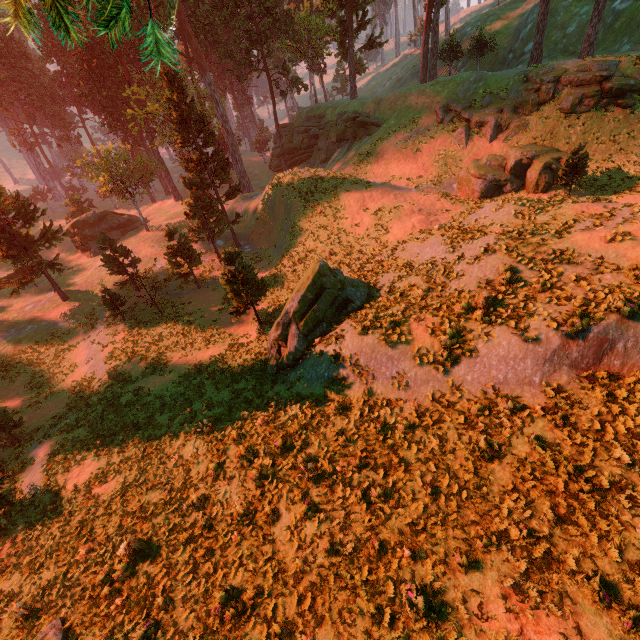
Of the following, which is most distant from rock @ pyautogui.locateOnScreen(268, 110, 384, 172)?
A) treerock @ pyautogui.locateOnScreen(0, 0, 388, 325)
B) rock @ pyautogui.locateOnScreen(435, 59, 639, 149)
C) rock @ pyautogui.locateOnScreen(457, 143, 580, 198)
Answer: rock @ pyautogui.locateOnScreen(457, 143, 580, 198)

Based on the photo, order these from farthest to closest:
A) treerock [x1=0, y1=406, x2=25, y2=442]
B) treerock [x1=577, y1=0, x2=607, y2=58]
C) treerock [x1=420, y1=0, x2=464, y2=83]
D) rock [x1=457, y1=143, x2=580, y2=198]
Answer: treerock [x1=420, y1=0, x2=464, y2=83]
treerock [x1=577, y1=0, x2=607, y2=58]
rock [x1=457, y1=143, x2=580, y2=198]
treerock [x1=0, y1=406, x2=25, y2=442]

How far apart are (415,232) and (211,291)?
18.4m

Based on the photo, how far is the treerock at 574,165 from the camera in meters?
21.5

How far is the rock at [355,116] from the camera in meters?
36.7

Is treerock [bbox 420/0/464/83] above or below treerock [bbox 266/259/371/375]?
above

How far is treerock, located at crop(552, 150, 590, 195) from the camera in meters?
21.5 m

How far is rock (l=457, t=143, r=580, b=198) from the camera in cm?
2472
